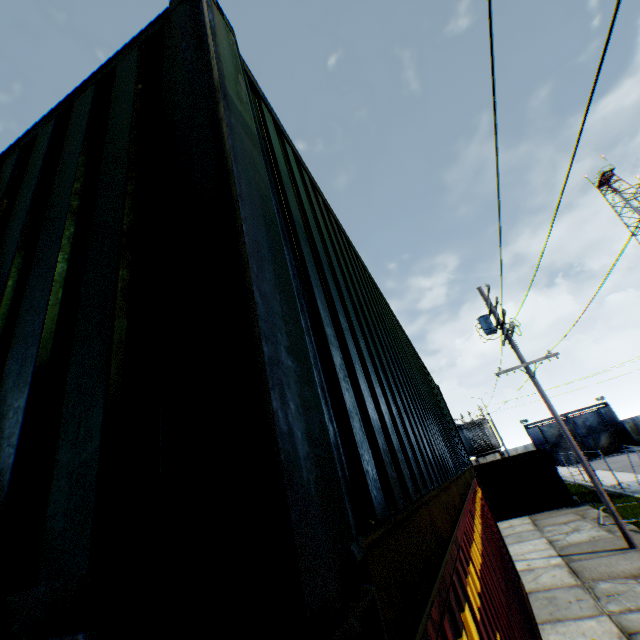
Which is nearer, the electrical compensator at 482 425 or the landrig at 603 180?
the electrical compensator at 482 425

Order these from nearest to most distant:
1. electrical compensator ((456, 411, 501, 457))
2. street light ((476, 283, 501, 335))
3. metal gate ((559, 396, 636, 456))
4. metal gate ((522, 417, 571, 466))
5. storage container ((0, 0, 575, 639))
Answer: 1. storage container ((0, 0, 575, 639))
2. street light ((476, 283, 501, 335))
3. electrical compensator ((456, 411, 501, 457))
4. metal gate ((559, 396, 636, 456))
5. metal gate ((522, 417, 571, 466))

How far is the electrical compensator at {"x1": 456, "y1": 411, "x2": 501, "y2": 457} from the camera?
28.2m

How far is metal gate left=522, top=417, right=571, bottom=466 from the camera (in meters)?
44.78

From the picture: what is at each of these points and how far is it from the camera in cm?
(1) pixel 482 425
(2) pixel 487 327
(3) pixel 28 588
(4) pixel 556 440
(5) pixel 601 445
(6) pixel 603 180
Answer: (1) electrical compensator, 2862
(2) street light, 1392
(3) storage container, 71
(4) metal gate, 4550
(5) metal gate, 4328
(6) landrig, 4816

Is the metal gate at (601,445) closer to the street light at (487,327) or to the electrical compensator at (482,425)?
the electrical compensator at (482,425)

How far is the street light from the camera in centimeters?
1307cm

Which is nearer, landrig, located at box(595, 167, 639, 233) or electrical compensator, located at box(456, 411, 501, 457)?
electrical compensator, located at box(456, 411, 501, 457)
